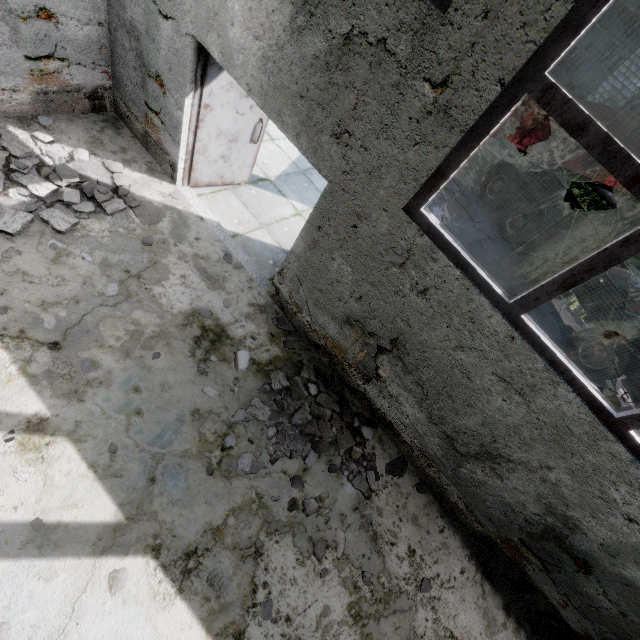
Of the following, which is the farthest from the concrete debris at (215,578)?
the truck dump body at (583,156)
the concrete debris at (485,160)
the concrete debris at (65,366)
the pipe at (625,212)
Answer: the concrete debris at (485,160)

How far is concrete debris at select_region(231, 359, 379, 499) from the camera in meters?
4.1

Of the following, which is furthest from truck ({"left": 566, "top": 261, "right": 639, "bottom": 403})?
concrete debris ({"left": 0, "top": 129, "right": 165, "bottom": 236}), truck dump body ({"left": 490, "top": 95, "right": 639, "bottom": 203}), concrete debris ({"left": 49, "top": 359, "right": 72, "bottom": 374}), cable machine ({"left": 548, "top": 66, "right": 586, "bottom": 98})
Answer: cable machine ({"left": 548, "top": 66, "right": 586, "bottom": 98})

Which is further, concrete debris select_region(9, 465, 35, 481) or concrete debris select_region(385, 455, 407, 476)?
concrete debris select_region(385, 455, 407, 476)

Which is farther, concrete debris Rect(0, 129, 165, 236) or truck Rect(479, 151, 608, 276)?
truck Rect(479, 151, 608, 276)

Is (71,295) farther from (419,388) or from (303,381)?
(419,388)

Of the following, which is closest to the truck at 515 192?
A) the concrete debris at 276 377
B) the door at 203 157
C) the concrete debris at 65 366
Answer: the concrete debris at 276 377

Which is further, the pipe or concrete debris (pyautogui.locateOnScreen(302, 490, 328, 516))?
the pipe
